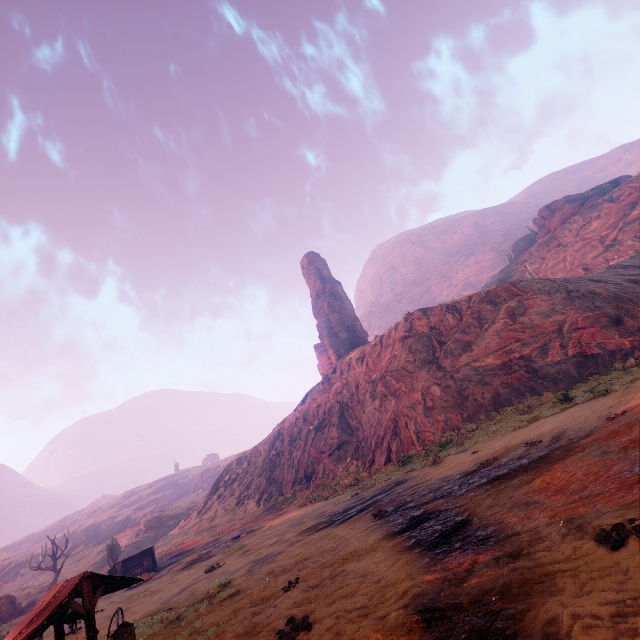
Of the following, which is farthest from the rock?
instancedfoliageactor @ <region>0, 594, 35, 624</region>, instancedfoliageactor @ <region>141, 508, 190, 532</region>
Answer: instancedfoliageactor @ <region>141, 508, 190, 532</region>

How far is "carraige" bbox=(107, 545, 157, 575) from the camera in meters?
24.7 m

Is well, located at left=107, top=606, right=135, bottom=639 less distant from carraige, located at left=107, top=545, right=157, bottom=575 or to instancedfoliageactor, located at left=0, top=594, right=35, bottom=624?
carraige, located at left=107, top=545, right=157, bottom=575

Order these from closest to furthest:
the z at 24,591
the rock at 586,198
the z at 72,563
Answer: the z at 24,591, the z at 72,563, the rock at 586,198

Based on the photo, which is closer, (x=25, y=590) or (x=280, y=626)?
(x=280, y=626)

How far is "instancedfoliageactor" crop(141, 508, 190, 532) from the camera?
56.0 meters

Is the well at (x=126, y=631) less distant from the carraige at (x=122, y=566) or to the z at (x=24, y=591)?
the z at (x=24, y=591)

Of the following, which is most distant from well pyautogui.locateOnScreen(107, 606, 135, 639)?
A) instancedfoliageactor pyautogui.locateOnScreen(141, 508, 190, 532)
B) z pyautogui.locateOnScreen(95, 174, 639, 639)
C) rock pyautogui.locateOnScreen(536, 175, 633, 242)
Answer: instancedfoliageactor pyautogui.locateOnScreen(141, 508, 190, 532)
